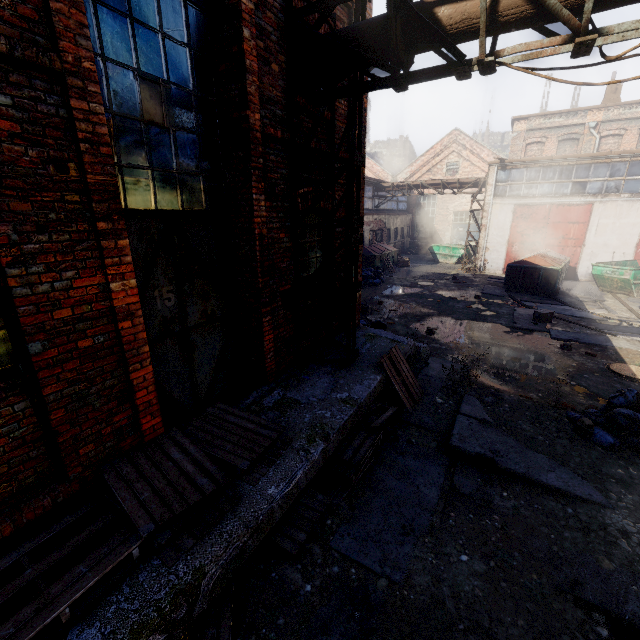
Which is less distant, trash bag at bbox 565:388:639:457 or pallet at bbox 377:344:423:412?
trash bag at bbox 565:388:639:457

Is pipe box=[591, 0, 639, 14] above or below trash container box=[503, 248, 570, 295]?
above

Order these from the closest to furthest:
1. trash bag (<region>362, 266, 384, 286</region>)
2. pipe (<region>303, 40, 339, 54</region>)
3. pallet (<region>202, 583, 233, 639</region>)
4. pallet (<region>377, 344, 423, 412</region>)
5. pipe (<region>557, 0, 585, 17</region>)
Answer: pallet (<region>202, 583, 233, 639</region>) → pipe (<region>557, 0, 585, 17</region>) → pipe (<region>303, 40, 339, 54</region>) → pallet (<region>377, 344, 423, 412</region>) → trash bag (<region>362, 266, 384, 286</region>)

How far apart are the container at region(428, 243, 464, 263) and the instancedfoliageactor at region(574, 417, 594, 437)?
21.1m

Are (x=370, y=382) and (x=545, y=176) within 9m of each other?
no

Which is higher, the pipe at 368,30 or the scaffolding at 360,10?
the scaffolding at 360,10

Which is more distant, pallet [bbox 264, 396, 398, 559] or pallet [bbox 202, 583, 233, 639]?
pallet [bbox 264, 396, 398, 559]

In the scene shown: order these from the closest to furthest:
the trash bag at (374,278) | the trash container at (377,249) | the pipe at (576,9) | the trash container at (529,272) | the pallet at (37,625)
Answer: the pallet at (37,625), the pipe at (576,9), the trash container at (529,272), the trash bag at (374,278), the trash container at (377,249)
